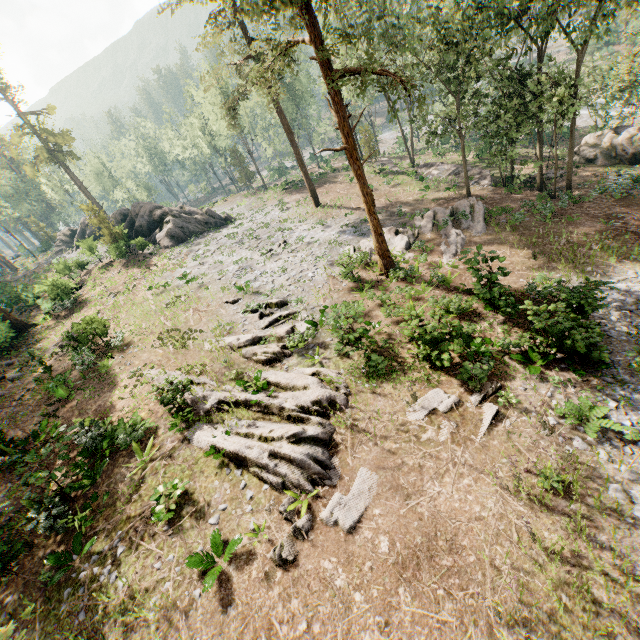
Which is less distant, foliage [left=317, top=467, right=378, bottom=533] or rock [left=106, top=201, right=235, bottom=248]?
foliage [left=317, top=467, right=378, bottom=533]

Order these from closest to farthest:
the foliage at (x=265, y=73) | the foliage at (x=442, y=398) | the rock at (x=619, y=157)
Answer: the foliage at (x=442, y=398) < the foliage at (x=265, y=73) < the rock at (x=619, y=157)

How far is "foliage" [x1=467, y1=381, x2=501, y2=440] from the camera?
11.1 meters

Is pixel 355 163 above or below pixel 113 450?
above

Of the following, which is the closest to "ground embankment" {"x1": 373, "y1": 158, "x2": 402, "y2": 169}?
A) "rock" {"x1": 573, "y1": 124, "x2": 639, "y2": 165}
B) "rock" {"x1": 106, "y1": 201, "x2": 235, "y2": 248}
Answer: "rock" {"x1": 573, "y1": 124, "x2": 639, "y2": 165}

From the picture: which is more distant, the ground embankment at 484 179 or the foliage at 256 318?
the ground embankment at 484 179

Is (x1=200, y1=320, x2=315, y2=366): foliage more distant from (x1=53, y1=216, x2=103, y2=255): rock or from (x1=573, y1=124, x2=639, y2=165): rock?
(x1=573, y1=124, x2=639, y2=165): rock

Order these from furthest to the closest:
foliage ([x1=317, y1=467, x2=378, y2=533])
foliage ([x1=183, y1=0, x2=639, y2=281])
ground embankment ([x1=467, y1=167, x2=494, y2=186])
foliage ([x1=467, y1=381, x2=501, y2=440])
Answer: ground embankment ([x1=467, y1=167, x2=494, y2=186]) < foliage ([x1=183, y1=0, x2=639, y2=281]) < foliage ([x1=467, y1=381, x2=501, y2=440]) < foliage ([x1=317, y1=467, x2=378, y2=533])
